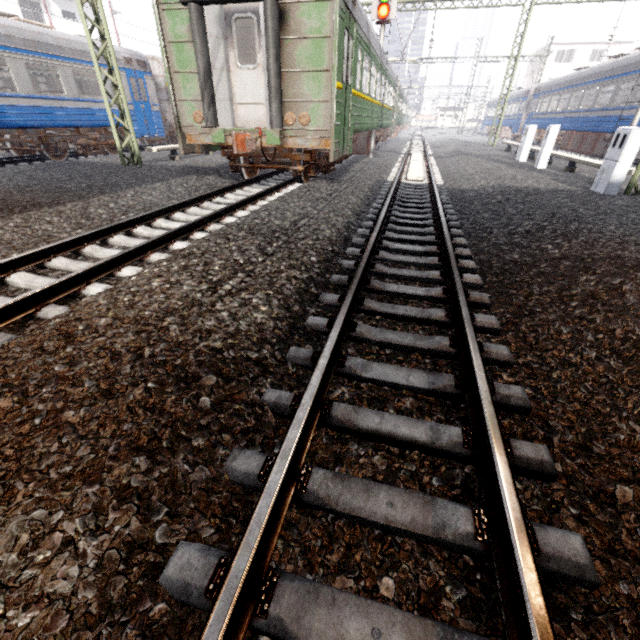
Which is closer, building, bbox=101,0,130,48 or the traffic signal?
the traffic signal

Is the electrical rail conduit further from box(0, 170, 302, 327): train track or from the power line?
the power line

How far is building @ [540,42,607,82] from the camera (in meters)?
41.75

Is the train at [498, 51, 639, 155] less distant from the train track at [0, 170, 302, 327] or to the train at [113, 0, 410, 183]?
the train at [113, 0, 410, 183]

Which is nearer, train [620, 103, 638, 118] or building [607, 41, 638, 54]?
train [620, 103, 638, 118]

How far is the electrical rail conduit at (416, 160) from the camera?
10.3m

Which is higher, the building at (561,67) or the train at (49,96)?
the building at (561,67)

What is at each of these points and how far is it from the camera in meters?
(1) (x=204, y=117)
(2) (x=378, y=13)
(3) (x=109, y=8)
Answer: (1) train, 7.4 m
(2) traffic signal, 12.3 m
(3) building, 31.2 m
